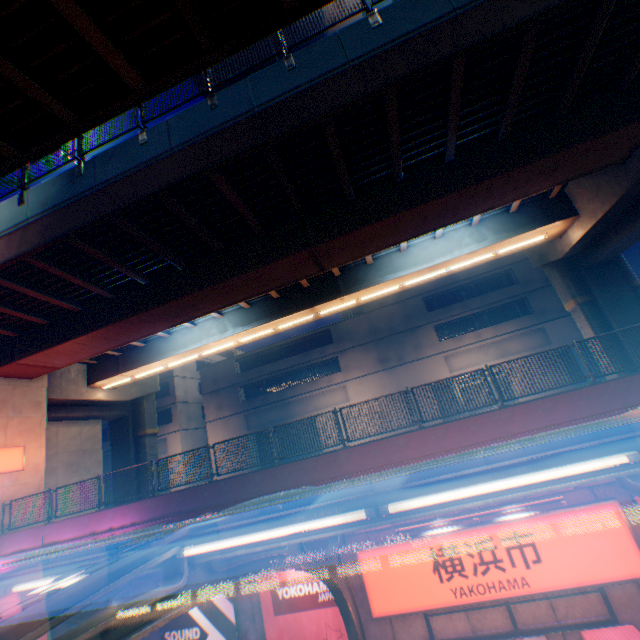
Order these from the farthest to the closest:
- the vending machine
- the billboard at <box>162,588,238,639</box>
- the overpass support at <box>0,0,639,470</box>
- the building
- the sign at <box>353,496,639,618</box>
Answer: the building → the billboard at <box>162,588,238,639</box> → the overpass support at <box>0,0,639,470</box> → the sign at <box>353,496,639,618</box> → the vending machine

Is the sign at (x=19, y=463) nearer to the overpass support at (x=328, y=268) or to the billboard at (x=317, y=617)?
the overpass support at (x=328, y=268)

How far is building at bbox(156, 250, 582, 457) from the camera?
28.7m

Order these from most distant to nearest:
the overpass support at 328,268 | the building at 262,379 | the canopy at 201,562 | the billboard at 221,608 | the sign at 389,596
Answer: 1. the building at 262,379
2. the billboard at 221,608
3. the overpass support at 328,268
4. the sign at 389,596
5. the canopy at 201,562

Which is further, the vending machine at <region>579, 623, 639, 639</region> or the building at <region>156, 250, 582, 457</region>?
the building at <region>156, 250, 582, 457</region>

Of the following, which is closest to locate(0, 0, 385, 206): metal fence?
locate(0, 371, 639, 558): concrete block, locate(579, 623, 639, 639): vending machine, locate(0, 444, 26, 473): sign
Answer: locate(0, 371, 639, 558): concrete block

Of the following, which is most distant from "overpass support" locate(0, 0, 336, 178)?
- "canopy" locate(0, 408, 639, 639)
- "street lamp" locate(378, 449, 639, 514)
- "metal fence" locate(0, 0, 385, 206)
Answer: "street lamp" locate(378, 449, 639, 514)

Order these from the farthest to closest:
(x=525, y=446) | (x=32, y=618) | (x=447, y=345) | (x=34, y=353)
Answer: (x=447, y=345), (x=34, y=353), (x=525, y=446), (x=32, y=618)
